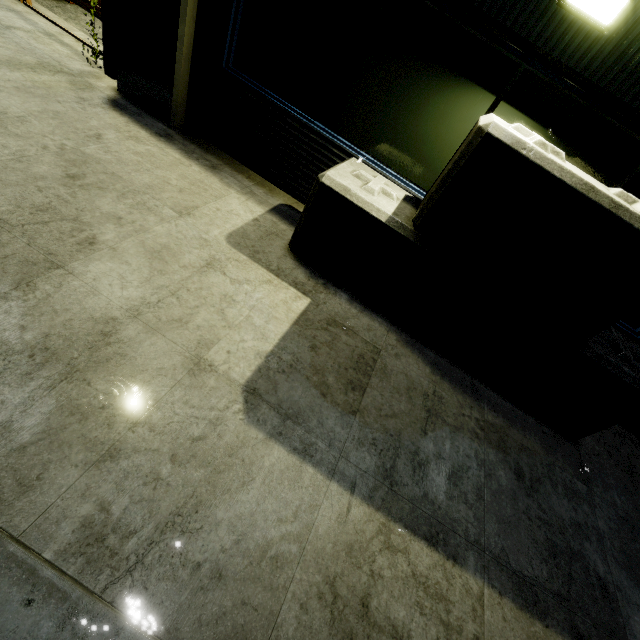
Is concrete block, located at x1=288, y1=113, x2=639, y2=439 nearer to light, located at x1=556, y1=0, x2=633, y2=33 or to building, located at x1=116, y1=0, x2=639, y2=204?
building, located at x1=116, y1=0, x2=639, y2=204

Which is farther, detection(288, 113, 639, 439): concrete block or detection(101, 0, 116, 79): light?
detection(101, 0, 116, 79): light

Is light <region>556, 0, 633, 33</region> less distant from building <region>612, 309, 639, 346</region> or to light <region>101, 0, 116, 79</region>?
building <region>612, 309, 639, 346</region>

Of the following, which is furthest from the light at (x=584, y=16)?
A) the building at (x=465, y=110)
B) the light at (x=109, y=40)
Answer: the light at (x=109, y=40)

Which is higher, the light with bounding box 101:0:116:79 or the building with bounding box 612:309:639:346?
the building with bounding box 612:309:639:346

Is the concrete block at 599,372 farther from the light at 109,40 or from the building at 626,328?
the light at 109,40

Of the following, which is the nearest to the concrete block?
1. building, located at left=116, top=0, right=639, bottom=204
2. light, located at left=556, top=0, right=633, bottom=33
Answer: Answer: building, located at left=116, top=0, right=639, bottom=204

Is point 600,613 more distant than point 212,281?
No
